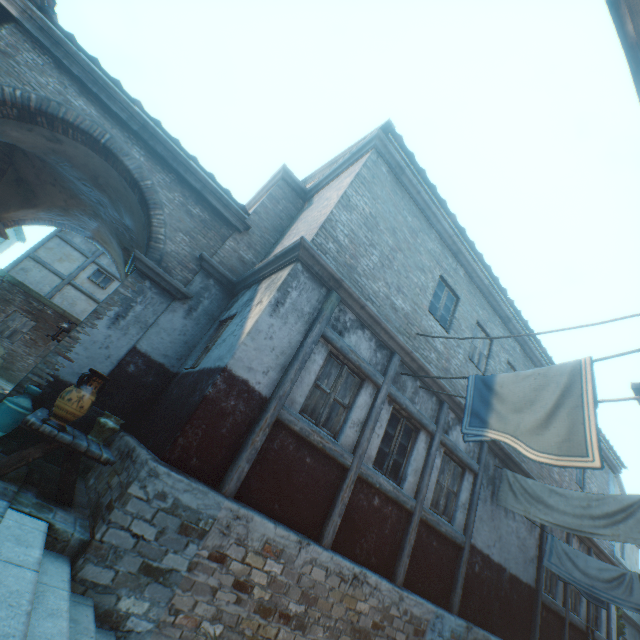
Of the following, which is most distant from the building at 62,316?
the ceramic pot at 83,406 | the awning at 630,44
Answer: the ceramic pot at 83,406

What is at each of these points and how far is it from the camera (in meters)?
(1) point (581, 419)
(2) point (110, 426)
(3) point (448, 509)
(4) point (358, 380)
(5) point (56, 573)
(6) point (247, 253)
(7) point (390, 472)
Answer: (1) clothesline, 3.80
(2) ceramic pot, 4.84
(3) building, 7.38
(4) building, 6.36
(5) stairs, 2.97
(6) building, 8.61
(7) building, 6.56

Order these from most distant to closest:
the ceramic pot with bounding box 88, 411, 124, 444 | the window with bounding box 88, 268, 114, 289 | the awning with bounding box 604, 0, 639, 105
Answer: the window with bounding box 88, 268, 114, 289 → the ceramic pot with bounding box 88, 411, 124, 444 → the awning with bounding box 604, 0, 639, 105

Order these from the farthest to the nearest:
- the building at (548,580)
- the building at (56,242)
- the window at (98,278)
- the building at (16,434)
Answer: the window at (98,278) → the building at (56,242) → the building at (548,580) → the building at (16,434)

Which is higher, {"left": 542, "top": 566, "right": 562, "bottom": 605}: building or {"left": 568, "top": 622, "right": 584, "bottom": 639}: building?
{"left": 542, "top": 566, "right": 562, "bottom": 605}: building

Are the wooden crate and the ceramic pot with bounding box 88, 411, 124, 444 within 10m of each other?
yes

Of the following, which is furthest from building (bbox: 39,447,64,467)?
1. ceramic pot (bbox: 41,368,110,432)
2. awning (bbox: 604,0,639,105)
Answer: ceramic pot (bbox: 41,368,110,432)

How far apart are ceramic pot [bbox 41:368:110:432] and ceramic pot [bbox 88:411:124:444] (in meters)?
0.61
